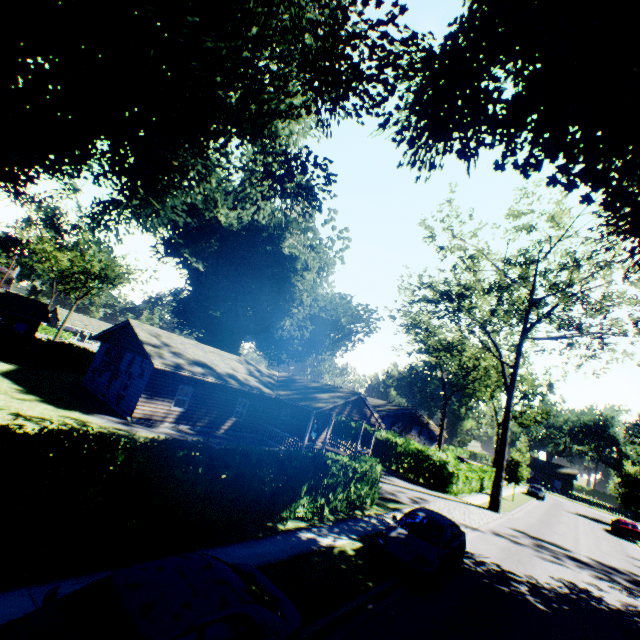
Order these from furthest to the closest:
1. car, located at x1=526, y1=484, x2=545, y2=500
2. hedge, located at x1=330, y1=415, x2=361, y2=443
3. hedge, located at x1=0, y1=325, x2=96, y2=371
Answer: car, located at x1=526, y1=484, x2=545, y2=500 < hedge, located at x1=330, y1=415, x2=361, y2=443 < hedge, located at x1=0, y1=325, x2=96, y2=371

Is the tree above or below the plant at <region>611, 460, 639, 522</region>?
above

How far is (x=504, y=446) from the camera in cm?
2612

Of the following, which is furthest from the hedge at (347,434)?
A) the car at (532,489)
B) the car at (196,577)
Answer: the car at (532,489)

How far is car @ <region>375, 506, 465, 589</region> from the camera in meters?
9.7 m

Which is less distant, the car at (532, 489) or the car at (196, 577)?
the car at (196, 577)

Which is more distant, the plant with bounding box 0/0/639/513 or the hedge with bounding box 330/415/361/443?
the hedge with bounding box 330/415/361/443

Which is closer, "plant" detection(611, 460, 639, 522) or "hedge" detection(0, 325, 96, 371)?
"hedge" detection(0, 325, 96, 371)
